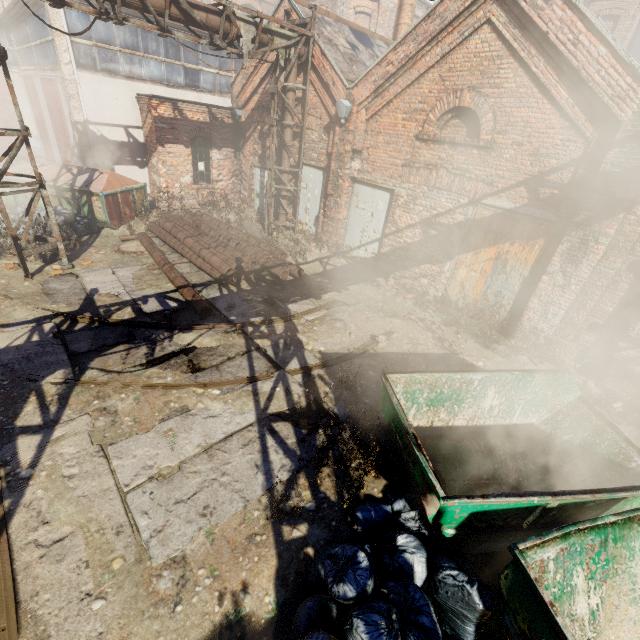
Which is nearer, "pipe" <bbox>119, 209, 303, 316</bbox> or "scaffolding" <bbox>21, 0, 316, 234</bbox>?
"scaffolding" <bbox>21, 0, 316, 234</bbox>

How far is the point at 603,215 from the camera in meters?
5.9

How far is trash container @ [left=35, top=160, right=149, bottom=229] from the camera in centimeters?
1055cm

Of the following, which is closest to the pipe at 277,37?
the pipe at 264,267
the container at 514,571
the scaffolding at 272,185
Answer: the scaffolding at 272,185

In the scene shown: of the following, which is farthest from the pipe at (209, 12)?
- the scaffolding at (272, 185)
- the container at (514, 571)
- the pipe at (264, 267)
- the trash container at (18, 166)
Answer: the trash container at (18, 166)

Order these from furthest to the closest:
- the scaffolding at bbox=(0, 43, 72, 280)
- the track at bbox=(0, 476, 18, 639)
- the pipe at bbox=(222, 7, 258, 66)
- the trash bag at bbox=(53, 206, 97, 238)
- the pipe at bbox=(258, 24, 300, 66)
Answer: the trash bag at bbox=(53, 206, 97, 238) → the pipe at bbox=(258, 24, 300, 66) → the pipe at bbox=(222, 7, 258, 66) → the scaffolding at bbox=(0, 43, 72, 280) → the track at bbox=(0, 476, 18, 639)

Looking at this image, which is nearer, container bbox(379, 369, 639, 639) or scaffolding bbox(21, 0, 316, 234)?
container bbox(379, 369, 639, 639)

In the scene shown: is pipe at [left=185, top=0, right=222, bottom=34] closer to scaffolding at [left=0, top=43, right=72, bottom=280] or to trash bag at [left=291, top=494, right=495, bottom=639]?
scaffolding at [left=0, top=43, right=72, bottom=280]
